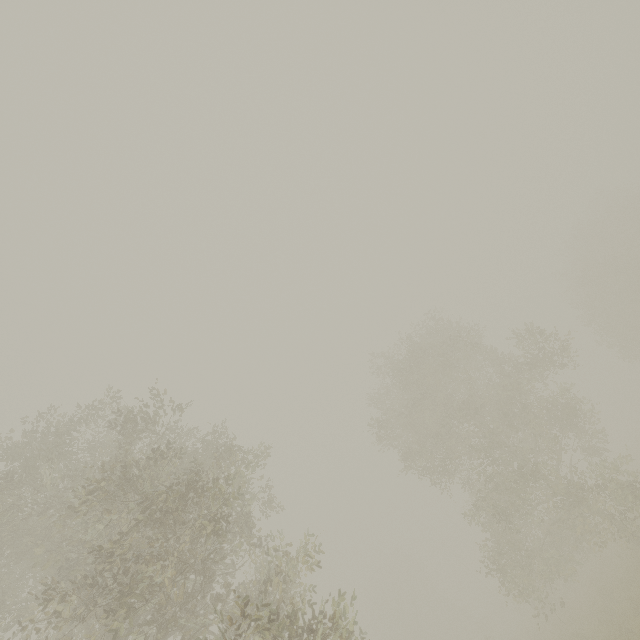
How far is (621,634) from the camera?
11.7 meters

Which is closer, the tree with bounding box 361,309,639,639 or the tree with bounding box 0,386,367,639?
the tree with bounding box 0,386,367,639

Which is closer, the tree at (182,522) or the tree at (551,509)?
the tree at (182,522)
